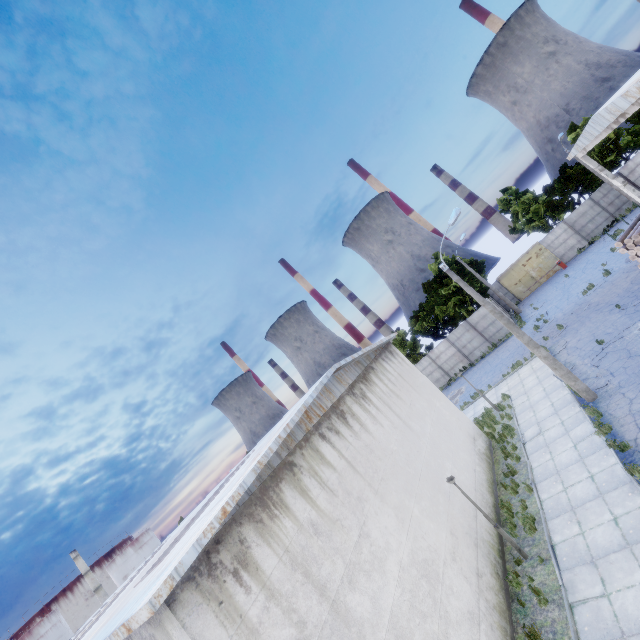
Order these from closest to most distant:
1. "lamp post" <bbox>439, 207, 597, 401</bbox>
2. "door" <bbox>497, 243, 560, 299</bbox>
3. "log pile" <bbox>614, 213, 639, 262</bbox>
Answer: "lamp post" <bbox>439, 207, 597, 401</bbox> → "log pile" <bbox>614, 213, 639, 262</bbox> → "door" <bbox>497, 243, 560, 299</bbox>

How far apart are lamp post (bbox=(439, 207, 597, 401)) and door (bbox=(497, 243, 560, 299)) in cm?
2678

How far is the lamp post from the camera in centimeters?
1433cm

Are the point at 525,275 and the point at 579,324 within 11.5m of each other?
no

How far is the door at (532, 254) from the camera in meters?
36.3 m

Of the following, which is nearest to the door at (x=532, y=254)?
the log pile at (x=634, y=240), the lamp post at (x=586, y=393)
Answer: the log pile at (x=634, y=240)

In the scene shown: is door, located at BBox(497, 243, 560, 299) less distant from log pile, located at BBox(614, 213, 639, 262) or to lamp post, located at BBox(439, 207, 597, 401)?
log pile, located at BBox(614, 213, 639, 262)

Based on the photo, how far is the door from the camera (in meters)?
36.31
